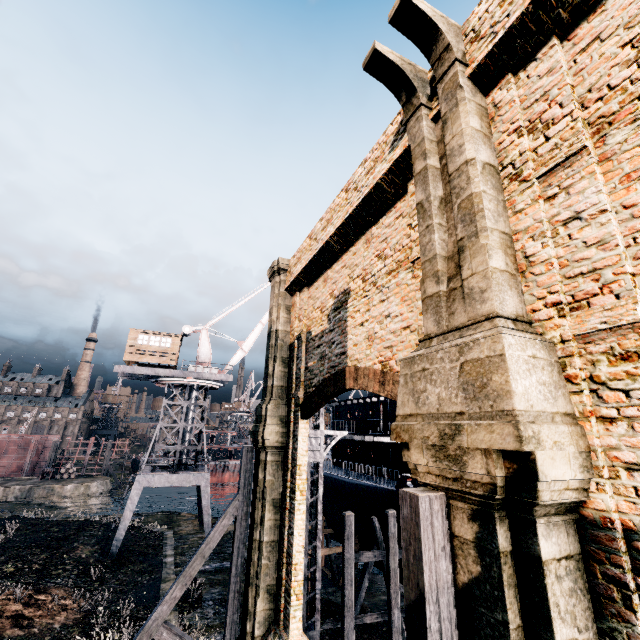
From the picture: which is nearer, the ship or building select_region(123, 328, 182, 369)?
the ship

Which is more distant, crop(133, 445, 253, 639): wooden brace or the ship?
the ship

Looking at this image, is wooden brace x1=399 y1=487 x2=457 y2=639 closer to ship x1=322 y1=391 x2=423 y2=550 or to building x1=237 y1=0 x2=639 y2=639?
building x1=237 y1=0 x2=639 y2=639

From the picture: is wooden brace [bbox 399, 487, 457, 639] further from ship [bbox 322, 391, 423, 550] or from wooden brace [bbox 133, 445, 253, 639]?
ship [bbox 322, 391, 423, 550]

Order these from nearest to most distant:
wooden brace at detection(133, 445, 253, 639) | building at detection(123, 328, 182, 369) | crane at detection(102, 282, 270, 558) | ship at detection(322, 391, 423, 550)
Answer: wooden brace at detection(133, 445, 253, 639)
ship at detection(322, 391, 423, 550)
crane at detection(102, 282, 270, 558)
building at detection(123, 328, 182, 369)

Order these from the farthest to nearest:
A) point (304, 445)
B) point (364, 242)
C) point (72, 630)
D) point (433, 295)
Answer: point (72, 630)
point (304, 445)
point (364, 242)
point (433, 295)

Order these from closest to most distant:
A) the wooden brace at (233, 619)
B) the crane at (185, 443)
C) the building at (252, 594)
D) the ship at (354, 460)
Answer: the building at (252, 594) → the wooden brace at (233, 619) → the ship at (354, 460) → the crane at (185, 443)

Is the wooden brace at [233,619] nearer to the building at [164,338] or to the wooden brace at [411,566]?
the wooden brace at [411,566]
